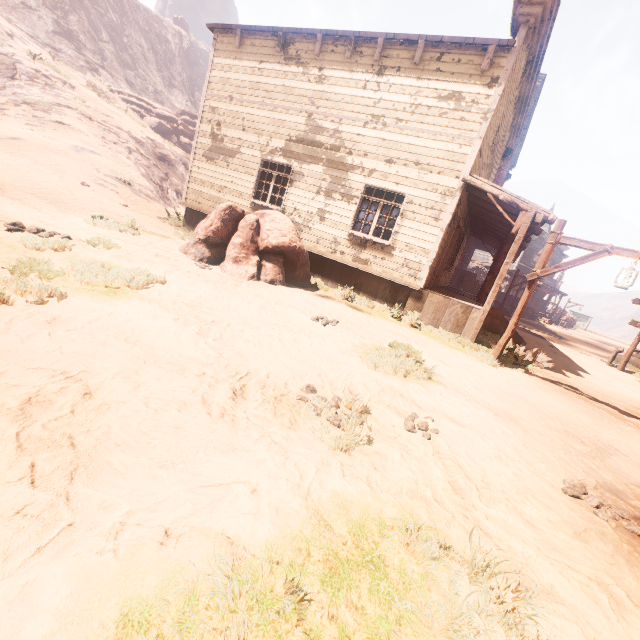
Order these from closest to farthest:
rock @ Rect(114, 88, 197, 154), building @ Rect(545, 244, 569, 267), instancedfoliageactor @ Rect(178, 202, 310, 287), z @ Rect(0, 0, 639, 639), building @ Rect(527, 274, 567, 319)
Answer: z @ Rect(0, 0, 639, 639) → instancedfoliageactor @ Rect(178, 202, 310, 287) → rock @ Rect(114, 88, 197, 154) → building @ Rect(527, 274, 567, 319) → building @ Rect(545, 244, 569, 267)

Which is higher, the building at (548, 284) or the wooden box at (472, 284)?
the building at (548, 284)

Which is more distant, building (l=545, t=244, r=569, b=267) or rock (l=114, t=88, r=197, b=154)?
building (l=545, t=244, r=569, b=267)

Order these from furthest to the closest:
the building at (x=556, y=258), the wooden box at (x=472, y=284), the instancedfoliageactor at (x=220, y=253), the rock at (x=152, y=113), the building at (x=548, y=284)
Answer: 1. the building at (x=556, y=258)
2. the building at (x=548, y=284)
3. the rock at (x=152, y=113)
4. the wooden box at (x=472, y=284)
5. the instancedfoliageactor at (x=220, y=253)

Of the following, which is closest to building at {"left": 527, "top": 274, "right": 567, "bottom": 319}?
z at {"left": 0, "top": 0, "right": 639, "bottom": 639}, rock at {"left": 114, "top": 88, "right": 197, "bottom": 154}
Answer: z at {"left": 0, "top": 0, "right": 639, "bottom": 639}

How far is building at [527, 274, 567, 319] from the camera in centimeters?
3494cm

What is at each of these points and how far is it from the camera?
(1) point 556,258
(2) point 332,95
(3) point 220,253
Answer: (1) building, 38.6m
(2) building, 9.9m
(3) instancedfoliageactor, 8.2m

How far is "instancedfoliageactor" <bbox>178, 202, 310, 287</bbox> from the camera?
8.0m
